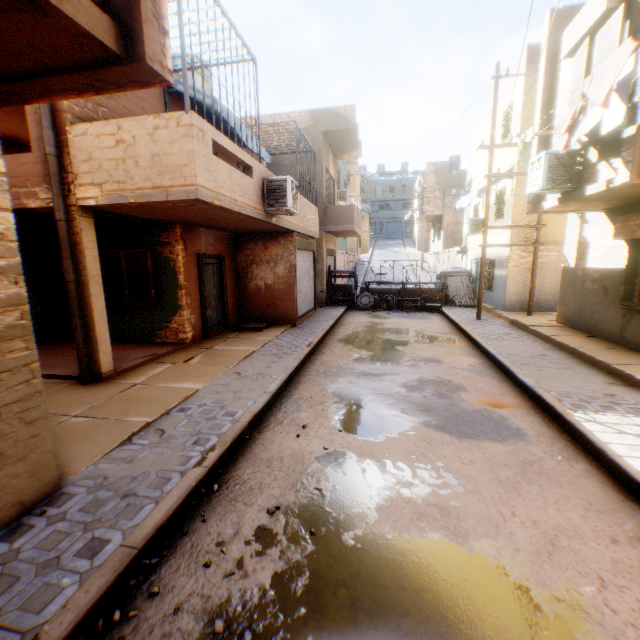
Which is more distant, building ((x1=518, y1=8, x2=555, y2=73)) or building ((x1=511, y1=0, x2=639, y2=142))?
building ((x1=518, y1=8, x2=555, y2=73))

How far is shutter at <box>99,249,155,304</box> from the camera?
8.9m

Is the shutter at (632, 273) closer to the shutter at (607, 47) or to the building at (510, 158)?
the building at (510, 158)

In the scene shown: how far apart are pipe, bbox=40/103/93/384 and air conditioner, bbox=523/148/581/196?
9.39m

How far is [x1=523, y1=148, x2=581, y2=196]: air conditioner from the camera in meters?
7.1

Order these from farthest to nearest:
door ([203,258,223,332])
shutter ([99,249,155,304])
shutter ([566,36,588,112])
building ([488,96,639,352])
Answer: door ([203,258,223,332]), shutter ([99,249,155,304]), shutter ([566,36,588,112]), building ([488,96,639,352])

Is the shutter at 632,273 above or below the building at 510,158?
below

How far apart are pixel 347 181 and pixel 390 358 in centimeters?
3666cm
